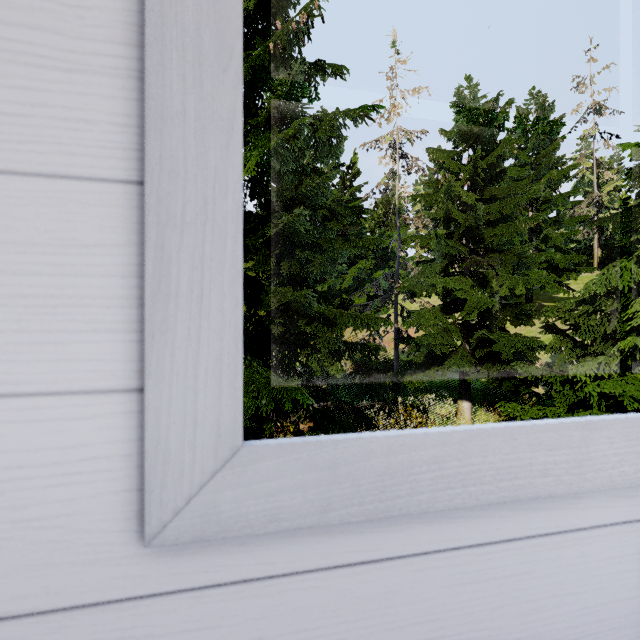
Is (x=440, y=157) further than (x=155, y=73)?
Yes
